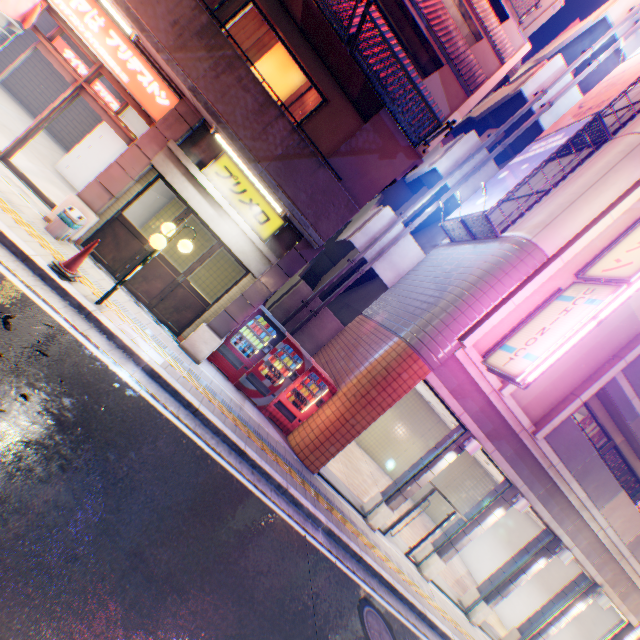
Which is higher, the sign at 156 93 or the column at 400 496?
the sign at 156 93

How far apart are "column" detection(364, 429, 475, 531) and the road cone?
9.9m

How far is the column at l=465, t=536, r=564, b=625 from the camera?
11.1m

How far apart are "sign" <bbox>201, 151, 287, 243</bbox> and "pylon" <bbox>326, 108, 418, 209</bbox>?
0.8 meters

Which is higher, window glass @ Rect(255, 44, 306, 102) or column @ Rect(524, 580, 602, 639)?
window glass @ Rect(255, 44, 306, 102)

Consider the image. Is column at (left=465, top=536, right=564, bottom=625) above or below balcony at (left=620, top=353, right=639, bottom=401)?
below

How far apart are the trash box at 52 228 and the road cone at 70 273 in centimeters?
104cm

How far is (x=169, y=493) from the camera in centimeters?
471cm
